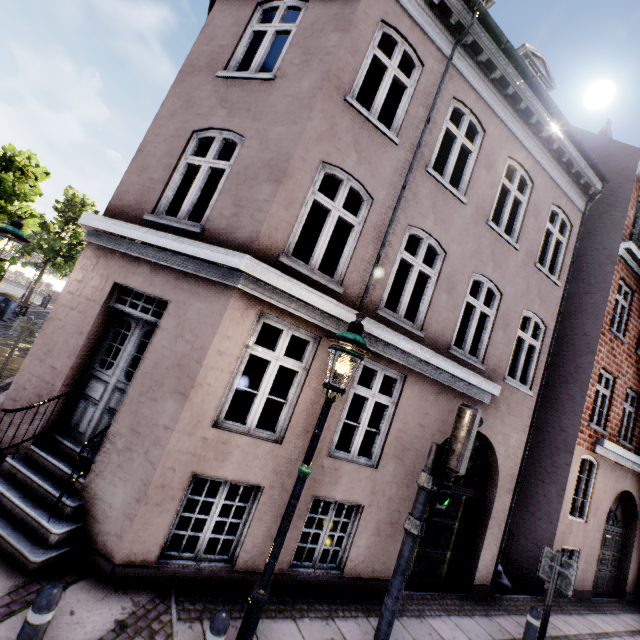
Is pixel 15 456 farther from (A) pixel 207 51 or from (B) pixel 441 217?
(B) pixel 441 217

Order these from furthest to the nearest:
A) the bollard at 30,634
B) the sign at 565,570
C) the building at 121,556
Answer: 1. the sign at 565,570
2. the building at 121,556
3. the bollard at 30,634

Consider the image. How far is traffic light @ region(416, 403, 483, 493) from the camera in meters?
3.5

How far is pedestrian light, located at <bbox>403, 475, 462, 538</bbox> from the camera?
3.6 meters

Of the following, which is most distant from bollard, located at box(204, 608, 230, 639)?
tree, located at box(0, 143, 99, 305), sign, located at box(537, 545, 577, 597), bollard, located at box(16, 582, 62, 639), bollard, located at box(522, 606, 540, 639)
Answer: tree, located at box(0, 143, 99, 305)

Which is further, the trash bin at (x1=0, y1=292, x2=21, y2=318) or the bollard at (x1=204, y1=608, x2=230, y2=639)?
the trash bin at (x1=0, y1=292, x2=21, y2=318)

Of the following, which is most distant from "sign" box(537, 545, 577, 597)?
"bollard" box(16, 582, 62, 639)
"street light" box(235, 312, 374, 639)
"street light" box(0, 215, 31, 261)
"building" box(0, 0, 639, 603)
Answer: "street light" box(0, 215, 31, 261)

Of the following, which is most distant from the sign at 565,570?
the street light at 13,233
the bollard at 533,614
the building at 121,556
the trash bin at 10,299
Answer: the trash bin at 10,299
